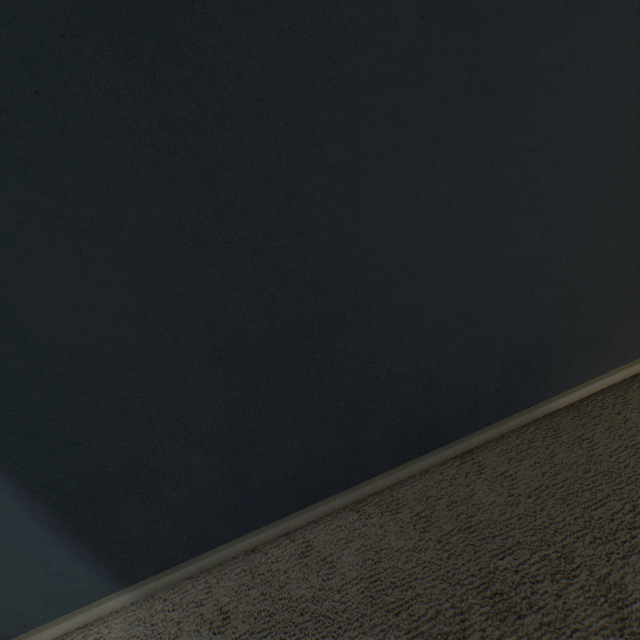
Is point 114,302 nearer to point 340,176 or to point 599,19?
point 340,176
